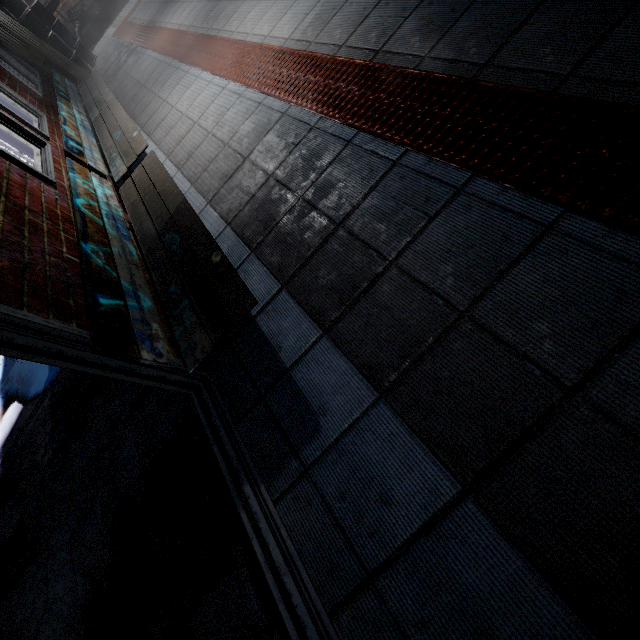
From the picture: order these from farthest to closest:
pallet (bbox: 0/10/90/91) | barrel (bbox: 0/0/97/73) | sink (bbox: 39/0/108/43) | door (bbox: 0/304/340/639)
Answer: sink (bbox: 39/0/108/43) → barrel (bbox: 0/0/97/73) → pallet (bbox: 0/10/90/91) → door (bbox: 0/304/340/639)

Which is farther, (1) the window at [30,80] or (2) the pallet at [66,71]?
(2) the pallet at [66,71]

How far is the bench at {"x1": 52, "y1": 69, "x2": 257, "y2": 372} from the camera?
1.2m

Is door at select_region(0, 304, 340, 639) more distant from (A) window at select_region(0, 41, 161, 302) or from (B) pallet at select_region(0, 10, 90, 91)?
(B) pallet at select_region(0, 10, 90, 91)

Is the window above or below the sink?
above

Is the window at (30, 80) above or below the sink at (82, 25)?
above

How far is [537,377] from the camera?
0.9m

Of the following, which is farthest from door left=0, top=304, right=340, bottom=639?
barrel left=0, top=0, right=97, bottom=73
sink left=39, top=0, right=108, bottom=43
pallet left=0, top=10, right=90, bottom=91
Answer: sink left=39, top=0, right=108, bottom=43
